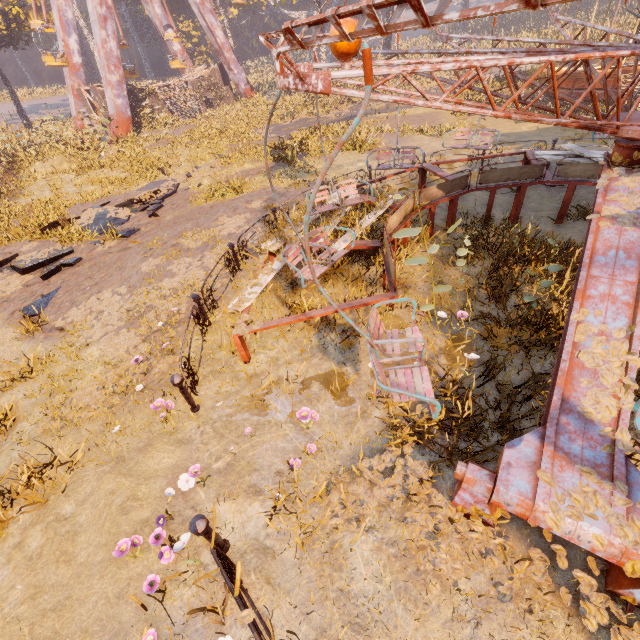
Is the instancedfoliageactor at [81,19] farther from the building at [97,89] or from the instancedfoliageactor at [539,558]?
the instancedfoliageactor at [539,558]

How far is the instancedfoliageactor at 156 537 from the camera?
3.2 meters

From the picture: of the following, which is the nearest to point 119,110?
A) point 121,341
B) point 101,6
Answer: point 101,6

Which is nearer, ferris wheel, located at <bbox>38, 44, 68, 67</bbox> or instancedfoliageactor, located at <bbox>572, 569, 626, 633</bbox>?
instancedfoliageactor, located at <bbox>572, 569, 626, 633</bbox>

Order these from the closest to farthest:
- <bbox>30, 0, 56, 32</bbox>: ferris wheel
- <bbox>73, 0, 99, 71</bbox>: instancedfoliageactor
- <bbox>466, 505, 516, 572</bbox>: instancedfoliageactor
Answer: <bbox>466, 505, 516, 572</bbox>: instancedfoliageactor → <bbox>30, 0, 56, 32</bbox>: ferris wheel → <bbox>73, 0, 99, 71</bbox>: instancedfoliageactor

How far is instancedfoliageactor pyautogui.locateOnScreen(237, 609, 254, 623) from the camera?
2.4 meters

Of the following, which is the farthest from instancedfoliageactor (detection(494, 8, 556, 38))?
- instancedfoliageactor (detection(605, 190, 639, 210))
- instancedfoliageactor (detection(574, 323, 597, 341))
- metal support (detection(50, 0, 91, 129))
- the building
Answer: instancedfoliageactor (detection(574, 323, 597, 341))

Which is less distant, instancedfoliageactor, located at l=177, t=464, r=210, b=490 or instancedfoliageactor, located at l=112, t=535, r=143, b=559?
instancedfoliageactor, located at l=112, t=535, r=143, b=559
